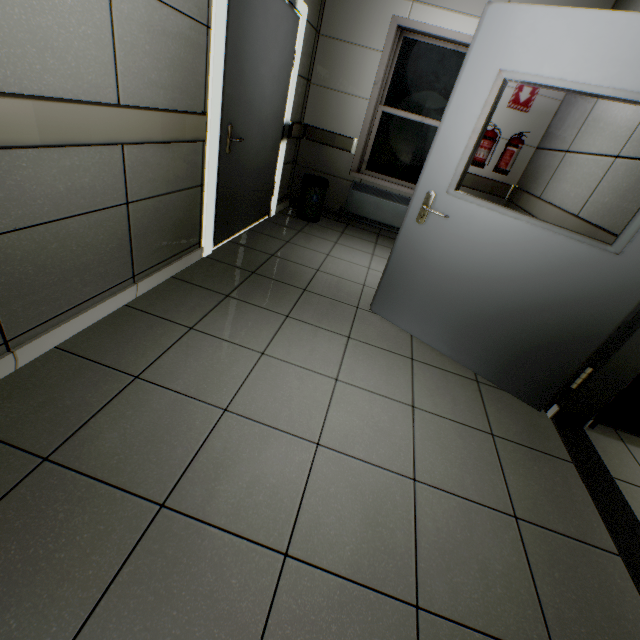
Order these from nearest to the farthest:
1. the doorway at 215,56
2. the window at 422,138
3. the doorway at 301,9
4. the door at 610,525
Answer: the door at 610,525
the doorway at 215,56
the doorway at 301,9
the window at 422,138

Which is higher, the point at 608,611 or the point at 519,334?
the point at 519,334

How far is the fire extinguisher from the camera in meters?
3.9 m

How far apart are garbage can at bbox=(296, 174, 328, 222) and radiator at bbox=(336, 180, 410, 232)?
0.4m

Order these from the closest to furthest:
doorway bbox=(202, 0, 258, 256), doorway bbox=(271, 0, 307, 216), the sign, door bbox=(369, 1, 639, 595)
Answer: door bbox=(369, 1, 639, 595) < doorway bbox=(202, 0, 258, 256) < doorway bbox=(271, 0, 307, 216) < the sign

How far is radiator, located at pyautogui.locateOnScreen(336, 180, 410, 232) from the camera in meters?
4.6 m

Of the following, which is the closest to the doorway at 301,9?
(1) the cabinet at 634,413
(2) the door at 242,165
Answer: (2) the door at 242,165

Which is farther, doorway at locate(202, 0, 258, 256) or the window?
the window
